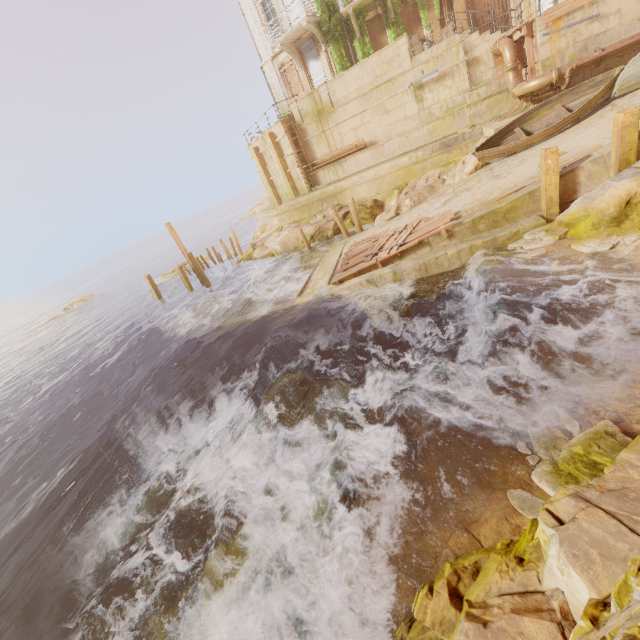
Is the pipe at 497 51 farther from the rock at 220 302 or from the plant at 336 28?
the rock at 220 302

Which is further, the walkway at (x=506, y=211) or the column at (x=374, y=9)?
the column at (x=374, y=9)

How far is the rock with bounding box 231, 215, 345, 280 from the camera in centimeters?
2159cm

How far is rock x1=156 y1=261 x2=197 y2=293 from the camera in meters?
33.4 m

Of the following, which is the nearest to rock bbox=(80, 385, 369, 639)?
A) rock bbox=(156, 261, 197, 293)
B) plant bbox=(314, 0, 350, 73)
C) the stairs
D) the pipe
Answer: plant bbox=(314, 0, 350, 73)

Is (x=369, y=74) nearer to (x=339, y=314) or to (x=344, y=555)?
(x=339, y=314)

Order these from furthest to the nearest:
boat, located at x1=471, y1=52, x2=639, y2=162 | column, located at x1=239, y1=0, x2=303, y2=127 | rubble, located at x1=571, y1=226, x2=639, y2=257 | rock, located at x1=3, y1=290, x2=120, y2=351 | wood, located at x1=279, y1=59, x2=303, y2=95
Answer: rock, located at x1=3, y1=290, x2=120, y2=351
wood, located at x1=279, y1=59, x2=303, y2=95
column, located at x1=239, y1=0, x2=303, y2=127
boat, located at x1=471, y1=52, x2=639, y2=162
rubble, located at x1=571, y1=226, x2=639, y2=257

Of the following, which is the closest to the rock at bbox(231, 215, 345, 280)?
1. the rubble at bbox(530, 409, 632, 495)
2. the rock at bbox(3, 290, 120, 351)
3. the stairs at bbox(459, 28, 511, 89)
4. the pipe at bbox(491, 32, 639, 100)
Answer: the pipe at bbox(491, 32, 639, 100)
